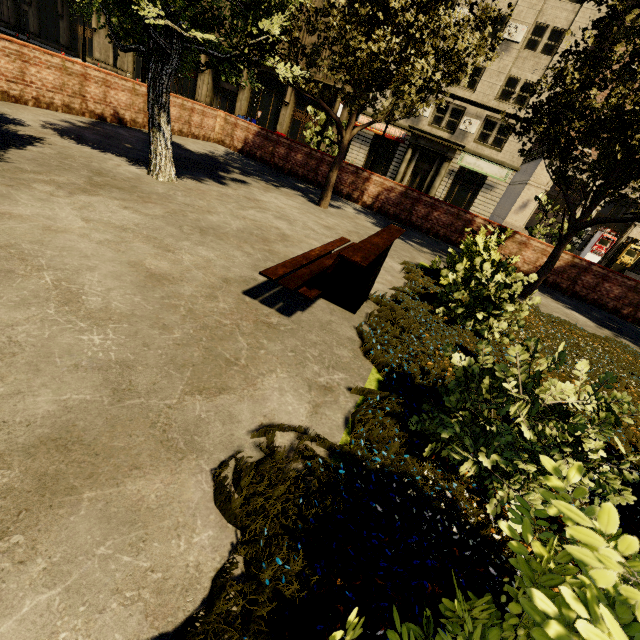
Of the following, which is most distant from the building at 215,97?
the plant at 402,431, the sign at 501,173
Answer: the plant at 402,431

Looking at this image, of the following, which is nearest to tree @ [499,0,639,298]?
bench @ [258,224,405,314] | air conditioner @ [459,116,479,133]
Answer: bench @ [258,224,405,314]

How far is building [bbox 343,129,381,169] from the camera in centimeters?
2888cm

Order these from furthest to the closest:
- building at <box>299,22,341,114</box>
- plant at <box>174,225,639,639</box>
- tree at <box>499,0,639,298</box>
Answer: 1. building at <box>299,22,341,114</box>
2. tree at <box>499,0,639,298</box>
3. plant at <box>174,225,639,639</box>

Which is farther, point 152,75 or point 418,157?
point 418,157

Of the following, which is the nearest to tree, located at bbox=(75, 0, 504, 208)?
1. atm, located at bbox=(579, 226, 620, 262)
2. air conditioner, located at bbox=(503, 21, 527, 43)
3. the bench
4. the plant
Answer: the plant

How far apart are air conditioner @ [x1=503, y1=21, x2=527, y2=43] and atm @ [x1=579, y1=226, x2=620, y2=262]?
14.9m

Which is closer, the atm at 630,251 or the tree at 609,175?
the tree at 609,175
